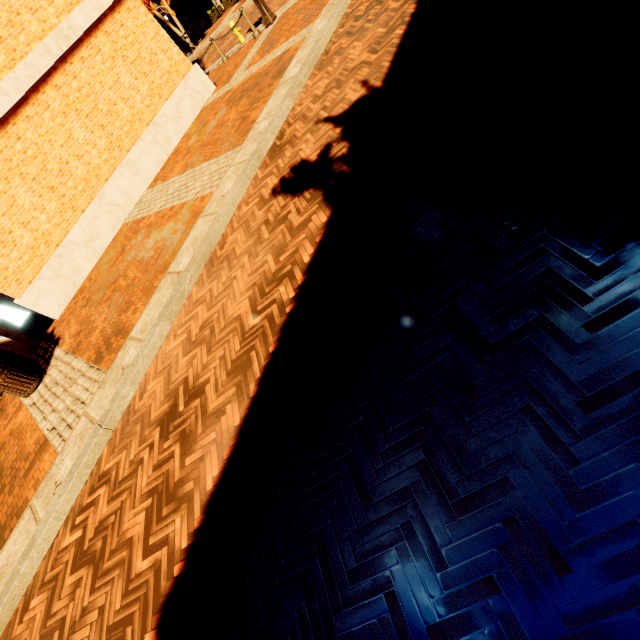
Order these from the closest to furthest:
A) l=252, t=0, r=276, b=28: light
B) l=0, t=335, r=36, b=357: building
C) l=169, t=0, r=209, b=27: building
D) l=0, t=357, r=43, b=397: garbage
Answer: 1. l=0, t=357, r=43, b=397: garbage
2. l=0, t=335, r=36, b=357: building
3. l=252, t=0, r=276, b=28: light
4. l=169, t=0, r=209, b=27: building

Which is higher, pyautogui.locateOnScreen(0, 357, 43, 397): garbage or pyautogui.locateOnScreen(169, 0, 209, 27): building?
pyautogui.locateOnScreen(169, 0, 209, 27): building

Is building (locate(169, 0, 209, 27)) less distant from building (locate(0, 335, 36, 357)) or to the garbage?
building (locate(0, 335, 36, 357))

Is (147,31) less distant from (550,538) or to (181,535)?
(181,535)

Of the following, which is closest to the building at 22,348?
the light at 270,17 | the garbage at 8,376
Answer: the garbage at 8,376

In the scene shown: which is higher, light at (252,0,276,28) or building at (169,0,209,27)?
building at (169,0,209,27)

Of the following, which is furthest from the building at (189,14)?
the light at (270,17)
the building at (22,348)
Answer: the building at (22,348)

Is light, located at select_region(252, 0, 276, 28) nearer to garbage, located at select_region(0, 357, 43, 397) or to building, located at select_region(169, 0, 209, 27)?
building, located at select_region(169, 0, 209, 27)
